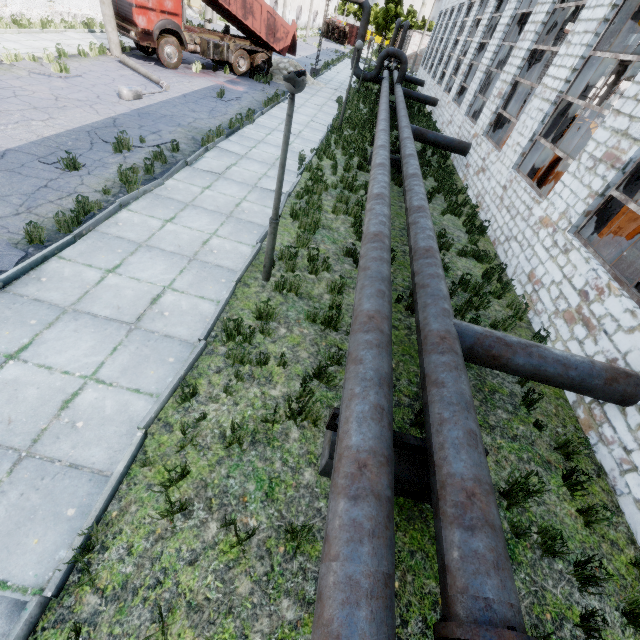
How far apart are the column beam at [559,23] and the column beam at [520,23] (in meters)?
4.01

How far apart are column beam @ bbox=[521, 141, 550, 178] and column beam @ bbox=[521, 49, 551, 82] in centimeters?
401cm

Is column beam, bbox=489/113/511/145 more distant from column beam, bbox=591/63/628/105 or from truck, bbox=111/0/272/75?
column beam, bbox=591/63/628/105

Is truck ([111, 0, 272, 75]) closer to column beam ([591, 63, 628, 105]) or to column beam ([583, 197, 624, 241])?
column beam ([583, 197, 624, 241])

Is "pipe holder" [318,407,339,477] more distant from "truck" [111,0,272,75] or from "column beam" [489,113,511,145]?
"truck" [111,0,272,75]

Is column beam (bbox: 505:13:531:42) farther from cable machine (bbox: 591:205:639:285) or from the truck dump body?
the truck dump body

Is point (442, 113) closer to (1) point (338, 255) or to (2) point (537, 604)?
(1) point (338, 255)

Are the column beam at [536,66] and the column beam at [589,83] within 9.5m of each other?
yes
